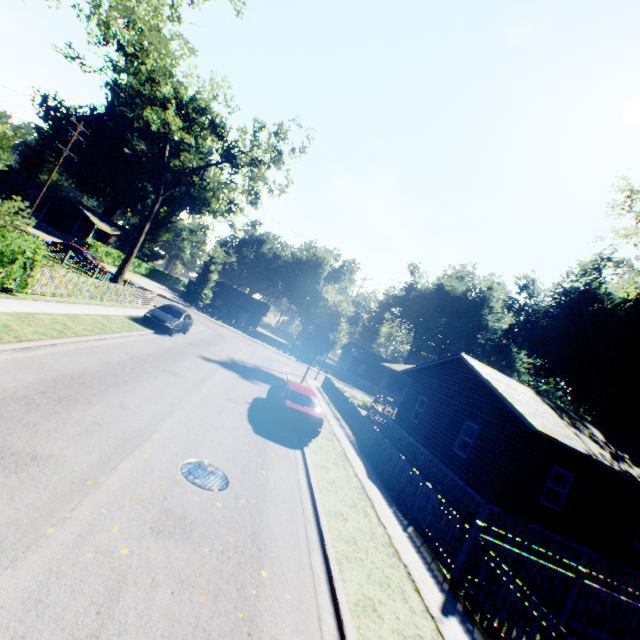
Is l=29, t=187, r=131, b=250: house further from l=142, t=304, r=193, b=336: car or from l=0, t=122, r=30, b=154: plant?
l=0, t=122, r=30, b=154: plant

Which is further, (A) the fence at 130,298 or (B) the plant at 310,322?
(B) the plant at 310,322

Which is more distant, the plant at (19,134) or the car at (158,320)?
the car at (158,320)

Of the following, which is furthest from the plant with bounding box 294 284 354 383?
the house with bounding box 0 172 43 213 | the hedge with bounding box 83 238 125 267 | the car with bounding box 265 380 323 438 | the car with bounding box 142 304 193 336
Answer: the house with bounding box 0 172 43 213

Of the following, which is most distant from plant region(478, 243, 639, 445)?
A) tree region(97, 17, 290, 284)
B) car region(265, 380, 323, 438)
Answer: tree region(97, 17, 290, 284)

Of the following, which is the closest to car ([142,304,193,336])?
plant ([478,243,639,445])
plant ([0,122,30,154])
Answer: plant ([0,122,30,154])

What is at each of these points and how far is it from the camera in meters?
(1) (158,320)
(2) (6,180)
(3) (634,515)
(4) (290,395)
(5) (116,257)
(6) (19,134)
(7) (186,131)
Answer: (1) car, 18.6
(2) house, 52.1
(3) house, 13.5
(4) car, 12.7
(5) hedge, 47.7
(6) plant, 7.0
(7) tree, 33.1

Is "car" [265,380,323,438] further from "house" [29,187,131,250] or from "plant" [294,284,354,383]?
"house" [29,187,131,250]
